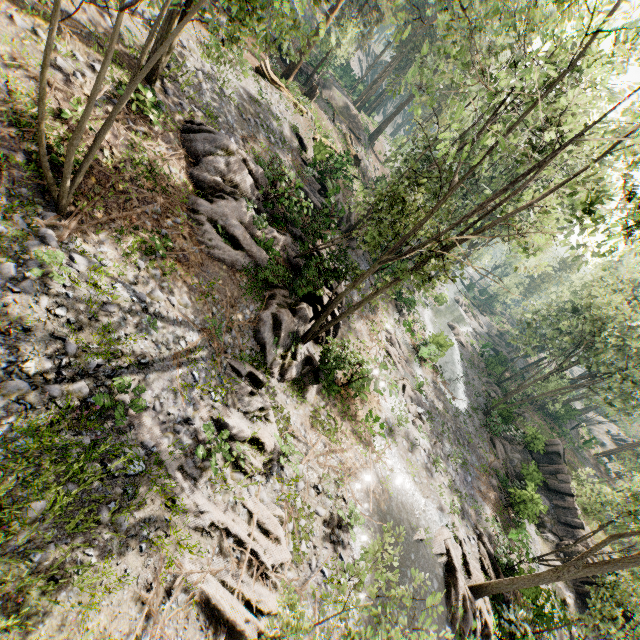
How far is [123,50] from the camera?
10.8 meters

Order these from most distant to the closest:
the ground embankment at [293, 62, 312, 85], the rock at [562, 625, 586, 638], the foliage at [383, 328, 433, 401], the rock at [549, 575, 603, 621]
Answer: the ground embankment at [293, 62, 312, 85] → the foliage at [383, 328, 433, 401] → the rock at [549, 575, 603, 621] → the rock at [562, 625, 586, 638]

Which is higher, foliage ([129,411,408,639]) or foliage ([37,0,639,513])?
foliage ([37,0,639,513])

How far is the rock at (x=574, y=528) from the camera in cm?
2286

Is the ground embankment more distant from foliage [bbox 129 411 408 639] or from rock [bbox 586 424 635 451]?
rock [bbox 586 424 635 451]

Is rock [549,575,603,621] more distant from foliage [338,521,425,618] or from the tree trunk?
the tree trunk

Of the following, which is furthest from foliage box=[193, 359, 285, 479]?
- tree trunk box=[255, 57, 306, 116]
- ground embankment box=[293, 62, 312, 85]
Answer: tree trunk box=[255, 57, 306, 116]

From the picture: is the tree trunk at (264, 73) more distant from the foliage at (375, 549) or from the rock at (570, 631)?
the rock at (570, 631)
